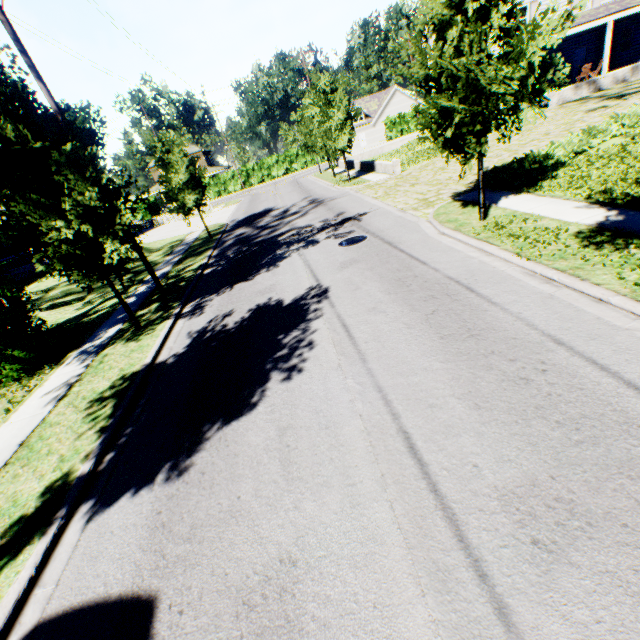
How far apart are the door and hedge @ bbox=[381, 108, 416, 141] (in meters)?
27.67

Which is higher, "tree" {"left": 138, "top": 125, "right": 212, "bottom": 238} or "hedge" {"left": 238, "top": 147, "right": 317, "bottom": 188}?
"tree" {"left": 138, "top": 125, "right": 212, "bottom": 238}

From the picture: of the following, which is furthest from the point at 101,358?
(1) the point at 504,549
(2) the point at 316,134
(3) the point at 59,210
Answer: (2) the point at 316,134

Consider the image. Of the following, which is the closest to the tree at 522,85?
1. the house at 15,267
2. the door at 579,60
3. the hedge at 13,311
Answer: the hedge at 13,311

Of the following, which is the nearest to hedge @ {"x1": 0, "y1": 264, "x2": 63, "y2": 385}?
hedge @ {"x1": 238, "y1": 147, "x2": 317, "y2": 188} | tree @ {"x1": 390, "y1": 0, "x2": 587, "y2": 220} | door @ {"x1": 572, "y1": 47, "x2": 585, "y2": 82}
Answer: tree @ {"x1": 390, "y1": 0, "x2": 587, "y2": 220}

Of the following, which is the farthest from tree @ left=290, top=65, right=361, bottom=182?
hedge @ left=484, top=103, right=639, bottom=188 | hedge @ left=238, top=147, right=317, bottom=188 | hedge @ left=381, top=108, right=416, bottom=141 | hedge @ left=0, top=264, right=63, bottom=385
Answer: hedge @ left=381, top=108, right=416, bottom=141

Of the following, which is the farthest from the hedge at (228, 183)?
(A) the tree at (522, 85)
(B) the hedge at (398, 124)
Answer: (A) the tree at (522, 85)

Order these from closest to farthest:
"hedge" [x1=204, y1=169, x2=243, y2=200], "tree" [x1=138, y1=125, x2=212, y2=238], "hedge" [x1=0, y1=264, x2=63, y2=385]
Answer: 1. "hedge" [x1=0, y1=264, x2=63, y2=385]
2. "tree" [x1=138, y1=125, x2=212, y2=238]
3. "hedge" [x1=204, y1=169, x2=243, y2=200]
